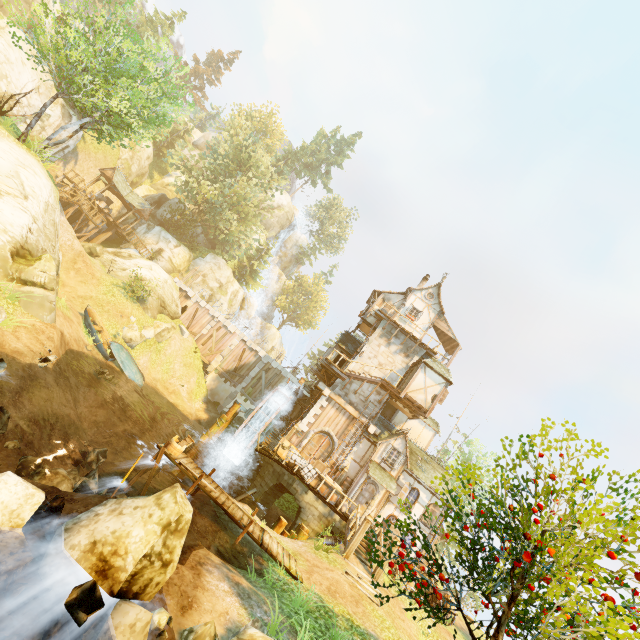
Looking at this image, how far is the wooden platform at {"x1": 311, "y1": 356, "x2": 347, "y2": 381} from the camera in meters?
23.0

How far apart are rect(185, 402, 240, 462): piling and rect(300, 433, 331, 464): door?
5.6 meters

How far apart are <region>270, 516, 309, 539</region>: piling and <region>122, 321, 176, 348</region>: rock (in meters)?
17.45

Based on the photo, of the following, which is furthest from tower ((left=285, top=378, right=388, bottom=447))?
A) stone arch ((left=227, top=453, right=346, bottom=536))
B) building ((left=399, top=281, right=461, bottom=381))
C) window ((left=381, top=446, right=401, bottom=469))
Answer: window ((left=381, top=446, right=401, bottom=469))

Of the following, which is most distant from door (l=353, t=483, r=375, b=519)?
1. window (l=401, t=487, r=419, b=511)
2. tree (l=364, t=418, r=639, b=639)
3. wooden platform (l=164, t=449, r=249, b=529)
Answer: tree (l=364, t=418, r=639, b=639)

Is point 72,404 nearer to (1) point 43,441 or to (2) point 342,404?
(1) point 43,441

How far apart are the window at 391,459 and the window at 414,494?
2.0 meters

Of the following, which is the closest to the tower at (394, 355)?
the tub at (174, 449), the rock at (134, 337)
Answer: the tub at (174, 449)
